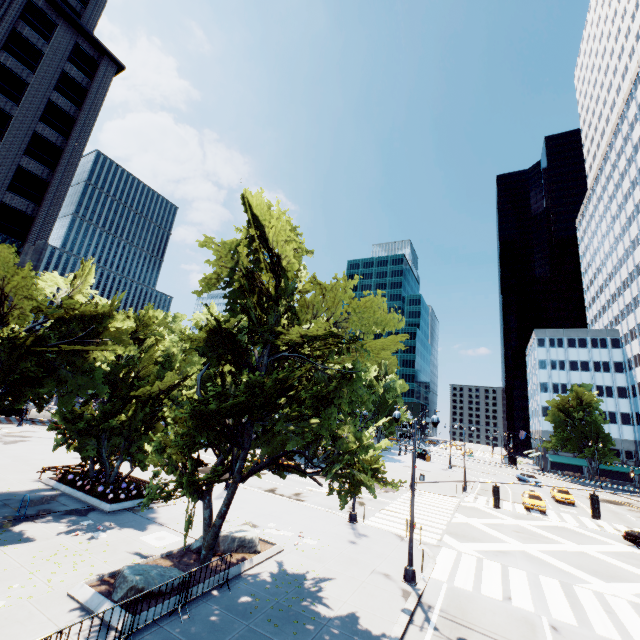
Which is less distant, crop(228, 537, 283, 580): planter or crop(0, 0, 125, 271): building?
crop(228, 537, 283, 580): planter

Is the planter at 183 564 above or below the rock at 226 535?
below

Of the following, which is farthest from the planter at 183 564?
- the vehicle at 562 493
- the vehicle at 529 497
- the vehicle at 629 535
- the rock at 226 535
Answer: the vehicle at 562 493

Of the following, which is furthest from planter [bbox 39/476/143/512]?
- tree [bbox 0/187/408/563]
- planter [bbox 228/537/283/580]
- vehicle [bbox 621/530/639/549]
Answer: vehicle [bbox 621/530/639/549]

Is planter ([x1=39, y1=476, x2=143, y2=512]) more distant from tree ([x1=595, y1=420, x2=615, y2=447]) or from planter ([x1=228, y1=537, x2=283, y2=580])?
planter ([x1=228, y1=537, x2=283, y2=580])

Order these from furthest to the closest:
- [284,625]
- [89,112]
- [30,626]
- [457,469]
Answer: [457,469]
[89,112]
[284,625]
[30,626]

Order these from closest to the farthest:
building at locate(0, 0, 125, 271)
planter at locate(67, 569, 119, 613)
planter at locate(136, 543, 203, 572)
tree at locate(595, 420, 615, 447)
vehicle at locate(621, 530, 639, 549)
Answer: planter at locate(67, 569, 119, 613) < planter at locate(136, 543, 203, 572) < vehicle at locate(621, 530, 639, 549) < building at locate(0, 0, 125, 271) < tree at locate(595, 420, 615, 447)

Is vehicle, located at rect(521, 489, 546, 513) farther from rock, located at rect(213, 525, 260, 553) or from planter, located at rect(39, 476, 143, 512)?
planter, located at rect(39, 476, 143, 512)
